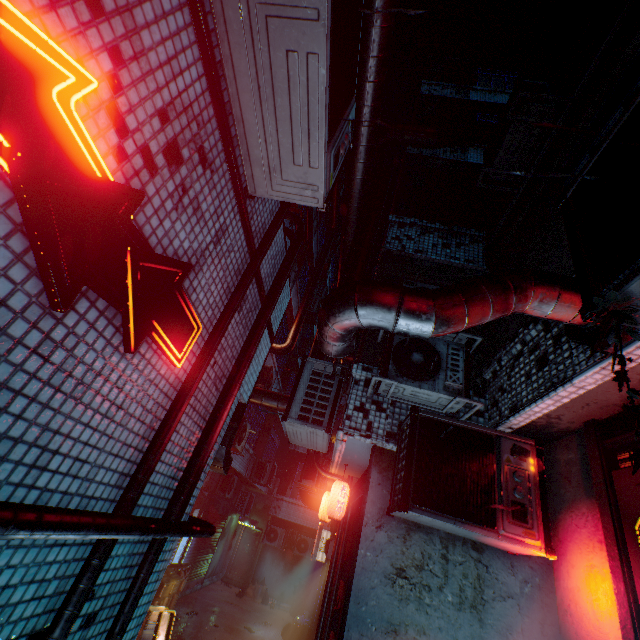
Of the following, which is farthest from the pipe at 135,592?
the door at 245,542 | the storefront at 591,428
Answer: the door at 245,542

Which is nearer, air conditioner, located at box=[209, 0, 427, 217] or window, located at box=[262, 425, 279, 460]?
air conditioner, located at box=[209, 0, 427, 217]

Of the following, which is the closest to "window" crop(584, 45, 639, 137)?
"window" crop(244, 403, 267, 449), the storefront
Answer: the storefront

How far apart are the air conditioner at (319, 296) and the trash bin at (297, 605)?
10.9m

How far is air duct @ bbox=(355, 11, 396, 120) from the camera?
2.8 meters

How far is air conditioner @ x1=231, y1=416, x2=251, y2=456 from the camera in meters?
7.7 m

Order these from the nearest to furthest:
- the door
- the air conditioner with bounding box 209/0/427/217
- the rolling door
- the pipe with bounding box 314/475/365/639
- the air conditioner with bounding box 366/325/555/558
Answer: the air conditioner with bounding box 209/0/427/217 → the air conditioner with bounding box 366/325/555/558 → the pipe with bounding box 314/475/365/639 → the rolling door → the door

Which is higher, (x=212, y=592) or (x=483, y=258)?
(x=483, y=258)
